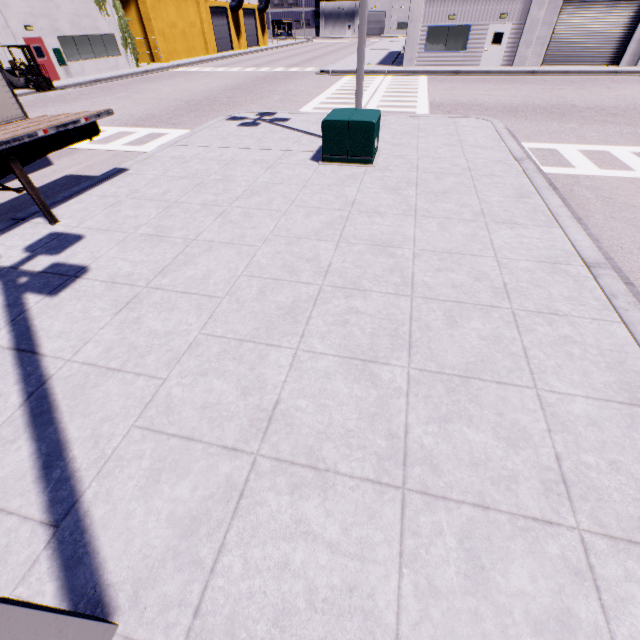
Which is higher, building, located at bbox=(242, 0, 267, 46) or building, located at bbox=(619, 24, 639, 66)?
building, located at bbox=(242, 0, 267, 46)

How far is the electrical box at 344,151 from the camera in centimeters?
771cm

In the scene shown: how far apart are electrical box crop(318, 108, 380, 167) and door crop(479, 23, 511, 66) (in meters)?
23.36

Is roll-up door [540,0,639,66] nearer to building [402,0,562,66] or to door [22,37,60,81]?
building [402,0,562,66]

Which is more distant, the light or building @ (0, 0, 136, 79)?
building @ (0, 0, 136, 79)

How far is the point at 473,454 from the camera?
2.7m

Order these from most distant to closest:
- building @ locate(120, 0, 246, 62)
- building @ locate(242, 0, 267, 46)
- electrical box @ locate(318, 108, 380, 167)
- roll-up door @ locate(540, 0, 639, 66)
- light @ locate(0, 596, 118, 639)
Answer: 1. building @ locate(242, 0, 267, 46)
2. building @ locate(120, 0, 246, 62)
3. roll-up door @ locate(540, 0, 639, 66)
4. electrical box @ locate(318, 108, 380, 167)
5. light @ locate(0, 596, 118, 639)

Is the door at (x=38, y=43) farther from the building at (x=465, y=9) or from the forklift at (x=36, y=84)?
the forklift at (x=36, y=84)
